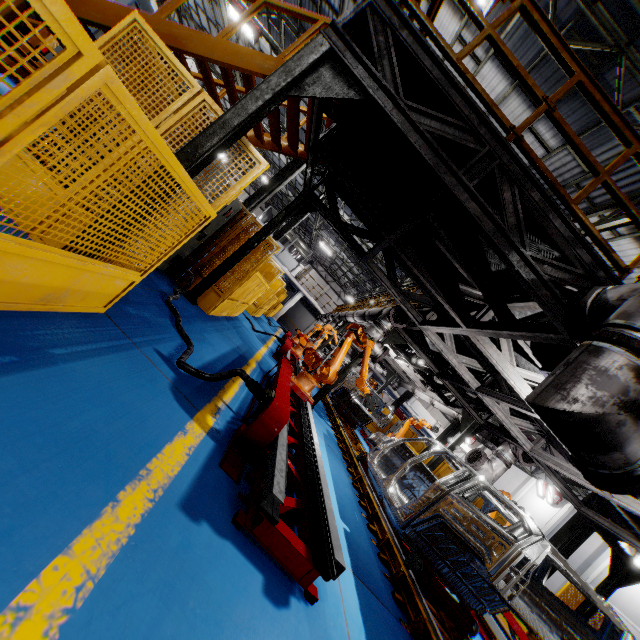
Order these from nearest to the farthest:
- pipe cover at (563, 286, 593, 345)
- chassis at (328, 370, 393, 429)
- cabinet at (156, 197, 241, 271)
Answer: pipe cover at (563, 286, 593, 345) < cabinet at (156, 197, 241, 271) < chassis at (328, 370, 393, 429)

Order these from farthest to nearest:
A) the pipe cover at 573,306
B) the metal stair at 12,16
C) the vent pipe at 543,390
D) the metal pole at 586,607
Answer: the metal pole at 586,607 < the metal stair at 12,16 < the pipe cover at 573,306 < the vent pipe at 543,390

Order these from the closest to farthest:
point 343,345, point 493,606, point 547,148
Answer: point 493,606, point 343,345, point 547,148

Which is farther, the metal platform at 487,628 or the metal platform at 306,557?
the metal platform at 487,628

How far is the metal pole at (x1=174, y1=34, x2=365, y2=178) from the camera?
3.0m

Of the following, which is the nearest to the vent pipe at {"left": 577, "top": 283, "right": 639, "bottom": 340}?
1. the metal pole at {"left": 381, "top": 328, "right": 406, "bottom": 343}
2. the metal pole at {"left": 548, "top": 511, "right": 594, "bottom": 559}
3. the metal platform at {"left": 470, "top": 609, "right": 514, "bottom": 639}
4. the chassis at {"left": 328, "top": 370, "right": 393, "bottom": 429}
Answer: the chassis at {"left": 328, "top": 370, "right": 393, "bottom": 429}

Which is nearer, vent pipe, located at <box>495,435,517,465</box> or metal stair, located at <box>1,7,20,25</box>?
metal stair, located at <box>1,7,20,25</box>

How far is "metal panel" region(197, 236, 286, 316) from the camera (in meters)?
7.20
